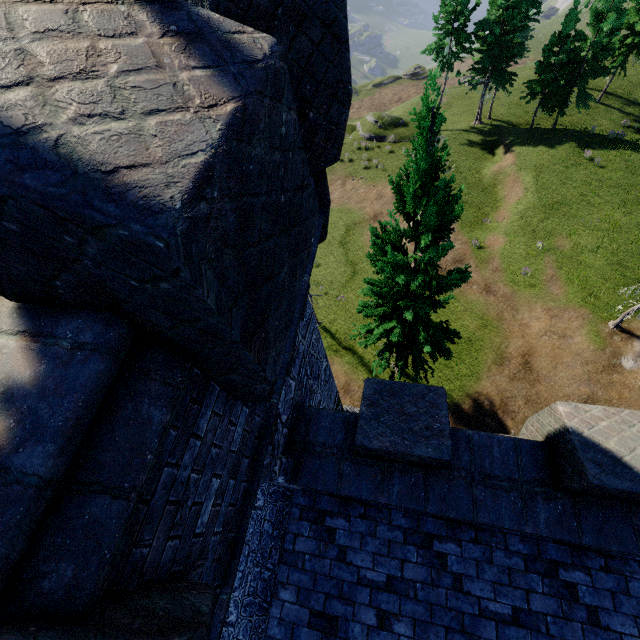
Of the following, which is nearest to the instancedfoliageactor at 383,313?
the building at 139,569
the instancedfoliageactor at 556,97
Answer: the building at 139,569

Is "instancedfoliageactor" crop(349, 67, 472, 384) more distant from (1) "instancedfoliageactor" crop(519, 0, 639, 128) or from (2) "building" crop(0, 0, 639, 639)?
(1) "instancedfoliageactor" crop(519, 0, 639, 128)

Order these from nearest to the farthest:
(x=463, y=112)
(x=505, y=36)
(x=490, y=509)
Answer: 1. (x=490, y=509)
2. (x=505, y=36)
3. (x=463, y=112)

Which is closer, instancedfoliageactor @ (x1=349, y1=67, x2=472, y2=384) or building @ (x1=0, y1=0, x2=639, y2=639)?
building @ (x1=0, y1=0, x2=639, y2=639)

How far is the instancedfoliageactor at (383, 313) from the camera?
7.55m

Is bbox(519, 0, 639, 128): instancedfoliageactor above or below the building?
below

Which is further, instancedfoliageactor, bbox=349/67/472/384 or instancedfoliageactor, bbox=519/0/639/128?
instancedfoliageactor, bbox=519/0/639/128
